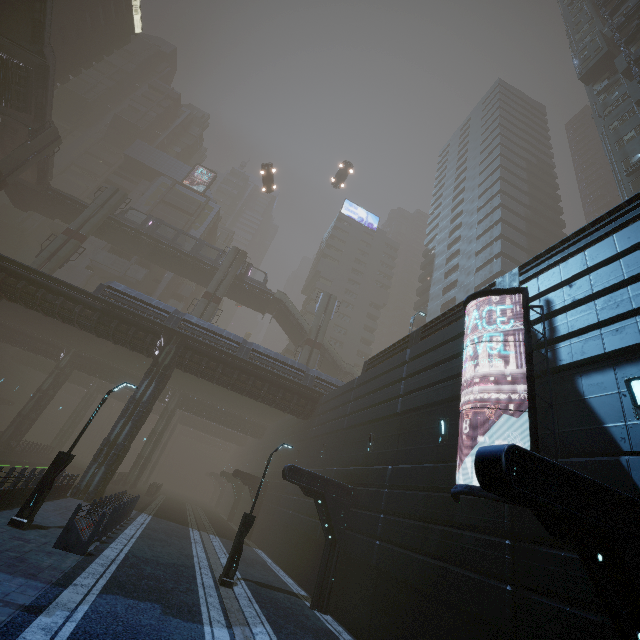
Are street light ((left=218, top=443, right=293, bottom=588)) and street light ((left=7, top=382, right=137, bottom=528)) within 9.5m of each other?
yes

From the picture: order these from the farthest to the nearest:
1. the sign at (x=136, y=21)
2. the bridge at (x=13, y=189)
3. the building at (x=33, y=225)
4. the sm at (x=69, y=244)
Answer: the sign at (x=136, y=21)
the building at (x=33, y=225)
the bridge at (x=13, y=189)
the sm at (x=69, y=244)

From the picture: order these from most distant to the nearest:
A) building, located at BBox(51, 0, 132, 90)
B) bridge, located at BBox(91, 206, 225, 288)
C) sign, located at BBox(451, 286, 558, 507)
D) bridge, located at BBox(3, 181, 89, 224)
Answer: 1. building, located at BBox(51, 0, 132, 90)
2. bridge, located at BBox(91, 206, 225, 288)
3. bridge, located at BBox(3, 181, 89, 224)
4. sign, located at BBox(451, 286, 558, 507)

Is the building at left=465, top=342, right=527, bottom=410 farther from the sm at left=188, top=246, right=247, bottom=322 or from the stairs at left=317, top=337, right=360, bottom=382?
the sm at left=188, top=246, right=247, bottom=322

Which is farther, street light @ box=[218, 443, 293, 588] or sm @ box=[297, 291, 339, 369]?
sm @ box=[297, 291, 339, 369]

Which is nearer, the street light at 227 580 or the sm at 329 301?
the street light at 227 580

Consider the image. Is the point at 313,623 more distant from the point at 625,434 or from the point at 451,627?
the point at 625,434

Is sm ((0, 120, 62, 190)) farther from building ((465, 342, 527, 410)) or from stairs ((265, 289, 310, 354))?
A: stairs ((265, 289, 310, 354))
